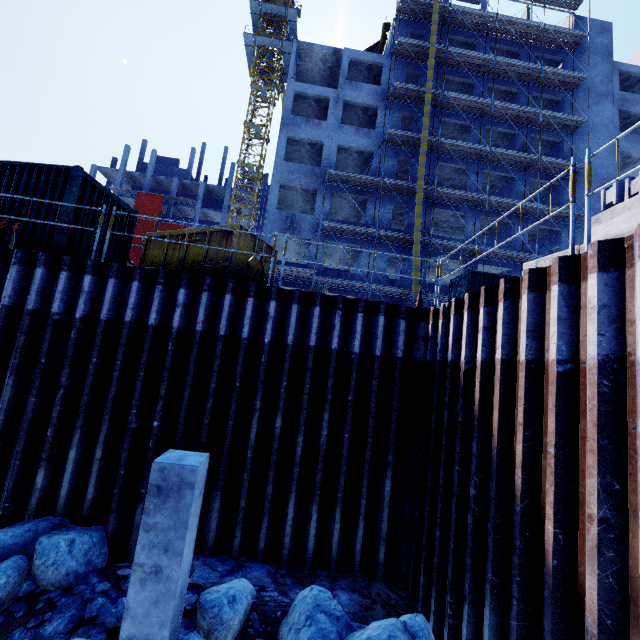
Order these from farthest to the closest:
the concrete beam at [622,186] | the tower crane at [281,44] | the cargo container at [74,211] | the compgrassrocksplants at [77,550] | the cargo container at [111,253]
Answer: the tower crane at [281,44] → the cargo container at [111,253] → the cargo container at [74,211] → the concrete beam at [622,186] → the compgrassrocksplants at [77,550]

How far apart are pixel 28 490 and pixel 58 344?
2.93m

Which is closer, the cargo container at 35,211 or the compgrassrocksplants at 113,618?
the compgrassrocksplants at 113,618

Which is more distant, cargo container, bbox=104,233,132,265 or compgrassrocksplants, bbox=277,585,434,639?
cargo container, bbox=104,233,132,265

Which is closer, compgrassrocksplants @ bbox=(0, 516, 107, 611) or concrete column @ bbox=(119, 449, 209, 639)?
concrete column @ bbox=(119, 449, 209, 639)

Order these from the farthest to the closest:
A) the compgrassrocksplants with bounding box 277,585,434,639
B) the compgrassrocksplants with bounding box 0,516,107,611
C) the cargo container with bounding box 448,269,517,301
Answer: the cargo container with bounding box 448,269,517,301 → the compgrassrocksplants with bounding box 0,516,107,611 → the compgrassrocksplants with bounding box 277,585,434,639

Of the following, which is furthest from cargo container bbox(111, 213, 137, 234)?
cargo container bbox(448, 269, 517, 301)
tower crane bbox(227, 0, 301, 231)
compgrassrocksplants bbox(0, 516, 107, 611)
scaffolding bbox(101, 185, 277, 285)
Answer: tower crane bbox(227, 0, 301, 231)
